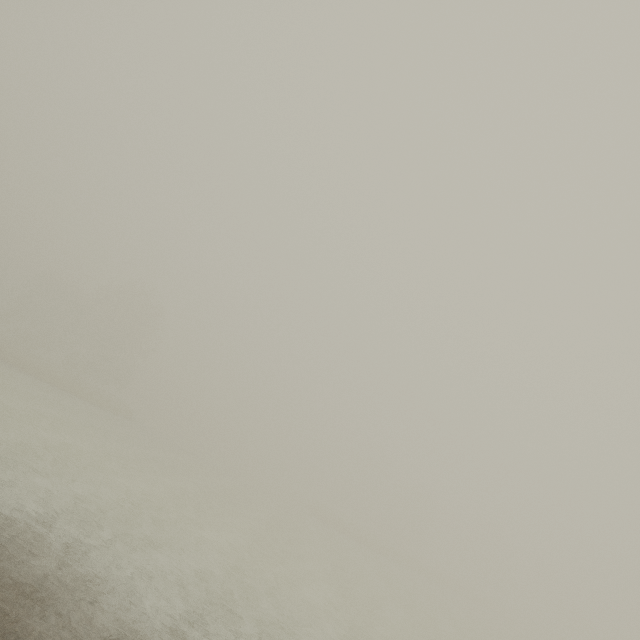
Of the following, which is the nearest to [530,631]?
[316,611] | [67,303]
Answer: [316,611]
